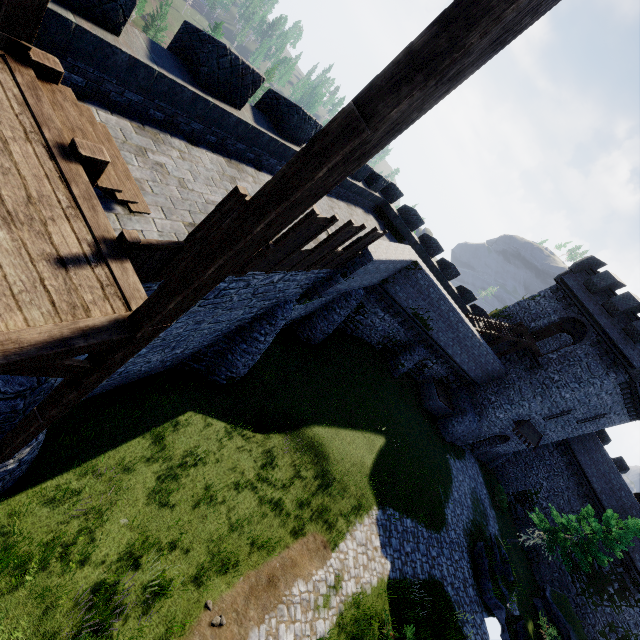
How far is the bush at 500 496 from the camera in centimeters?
2988cm

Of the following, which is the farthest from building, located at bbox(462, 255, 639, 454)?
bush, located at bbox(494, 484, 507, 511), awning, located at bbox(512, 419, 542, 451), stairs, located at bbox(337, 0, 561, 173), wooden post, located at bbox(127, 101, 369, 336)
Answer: wooden post, located at bbox(127, 101, 369, 336)

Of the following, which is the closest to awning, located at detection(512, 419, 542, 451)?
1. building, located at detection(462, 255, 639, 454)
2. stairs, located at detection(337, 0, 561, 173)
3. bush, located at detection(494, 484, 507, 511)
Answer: building, located at detection(462, 255, 639, 454)

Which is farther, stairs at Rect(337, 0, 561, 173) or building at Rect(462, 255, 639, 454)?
building at Rect(462, 255, 639, 454)

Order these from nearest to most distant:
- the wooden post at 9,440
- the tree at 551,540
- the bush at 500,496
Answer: the wooden post at 9,440 < the tree at 551,540 < the bush at 500,496

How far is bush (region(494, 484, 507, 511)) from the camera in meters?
29.9

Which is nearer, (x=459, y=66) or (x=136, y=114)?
(x=459, y=66)

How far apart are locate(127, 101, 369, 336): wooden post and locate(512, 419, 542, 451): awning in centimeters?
3082cm
